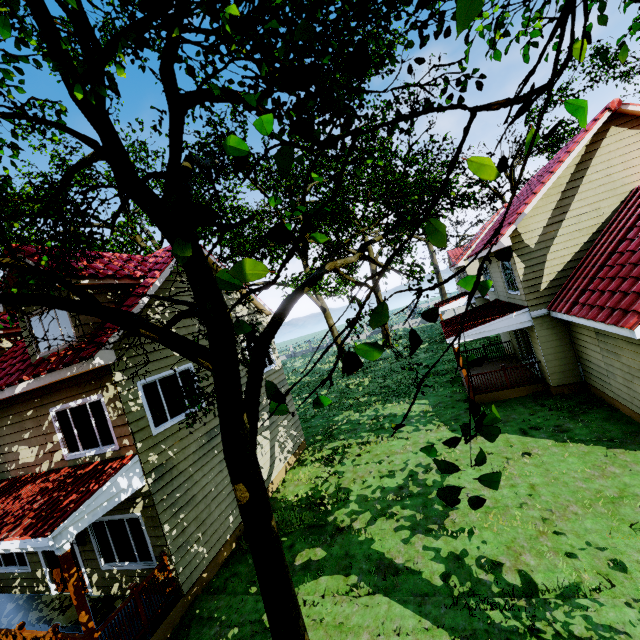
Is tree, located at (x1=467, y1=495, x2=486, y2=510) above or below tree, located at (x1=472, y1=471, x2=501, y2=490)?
below

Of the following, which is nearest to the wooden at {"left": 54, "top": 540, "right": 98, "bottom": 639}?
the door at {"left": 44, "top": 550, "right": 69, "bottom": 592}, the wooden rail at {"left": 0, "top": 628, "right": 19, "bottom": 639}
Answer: the wooden rail at {"left": 0, "top": 628, "right": 19, "bottom": 639}

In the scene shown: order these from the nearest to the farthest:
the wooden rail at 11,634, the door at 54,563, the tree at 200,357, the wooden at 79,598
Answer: the tree at 200,357
the wooden at 79,598
the wooden rail at 11,634
the door at 54,563

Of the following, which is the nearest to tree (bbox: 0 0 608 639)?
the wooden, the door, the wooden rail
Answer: the wooden

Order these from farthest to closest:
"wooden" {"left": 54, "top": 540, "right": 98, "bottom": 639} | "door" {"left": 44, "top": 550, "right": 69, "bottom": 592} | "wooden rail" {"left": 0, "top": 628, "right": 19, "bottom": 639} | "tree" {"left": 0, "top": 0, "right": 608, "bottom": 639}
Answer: "door" {"left": 44, "top": 550, "right": 69, "bottom": 592}
"wooden rail" {"left": 0, "top": 628, "right": 19, "bottom": 639}
"wooden" {"left": 54, "top": 540, "right": 98, "bottom": 639}
"tree" {"left": 0, "top": 0, "right": 608, "bottom": 639}

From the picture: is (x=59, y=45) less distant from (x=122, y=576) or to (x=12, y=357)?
(x=12, y=357)

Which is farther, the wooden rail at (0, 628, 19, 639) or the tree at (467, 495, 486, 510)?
the wooden rail at (0, 628, 19, 639)

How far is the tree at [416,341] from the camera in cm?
175
